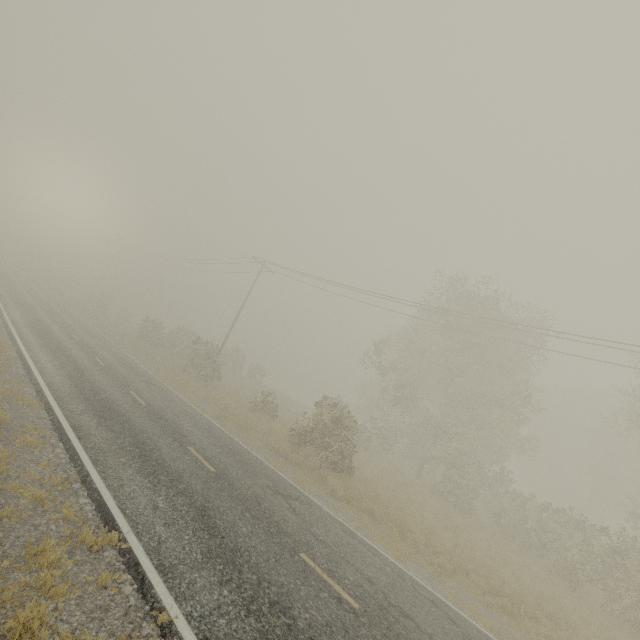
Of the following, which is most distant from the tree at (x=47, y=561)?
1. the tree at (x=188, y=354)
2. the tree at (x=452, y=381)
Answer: the tree at (x=452, y=381)

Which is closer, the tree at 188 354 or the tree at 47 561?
the tree at 47 561

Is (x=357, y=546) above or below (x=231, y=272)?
below

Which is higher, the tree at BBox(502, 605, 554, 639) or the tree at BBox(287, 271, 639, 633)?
the tree at BBox(287, 271, 639, 633)

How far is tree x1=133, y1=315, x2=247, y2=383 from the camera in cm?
2788

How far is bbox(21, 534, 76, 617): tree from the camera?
4.8 meters

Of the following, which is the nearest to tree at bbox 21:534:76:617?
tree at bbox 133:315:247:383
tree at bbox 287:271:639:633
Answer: tree at bbox 133:315:247:383

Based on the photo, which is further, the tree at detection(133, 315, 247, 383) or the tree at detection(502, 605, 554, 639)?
the tree at detection(133, 315, 247, 383)
